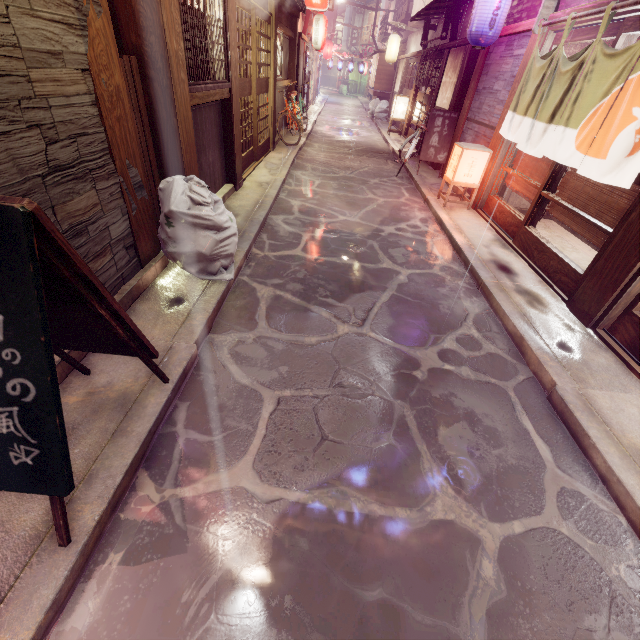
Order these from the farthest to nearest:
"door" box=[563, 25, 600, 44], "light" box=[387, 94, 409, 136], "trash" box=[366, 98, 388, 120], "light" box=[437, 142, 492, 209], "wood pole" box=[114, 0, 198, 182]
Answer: "trash" box=[366, 98, 388, 120]
"light" box=[387, 94, 409, 136]
"light" box=[437, 142, 492, 209]
"door" box=[563, 25, 600, 44]
"wood pole" box=[114, 0, 198, 182]

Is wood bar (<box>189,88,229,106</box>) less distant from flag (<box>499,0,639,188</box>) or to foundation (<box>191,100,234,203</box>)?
foundation (<box>191,100,234,203</box>)

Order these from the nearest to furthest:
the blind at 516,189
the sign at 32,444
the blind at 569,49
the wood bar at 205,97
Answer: the sign at 32,444 < the wood bar at 205,97 < the blind at 569,49 < the blind at 516,189

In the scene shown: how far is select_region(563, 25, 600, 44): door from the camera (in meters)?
7.62

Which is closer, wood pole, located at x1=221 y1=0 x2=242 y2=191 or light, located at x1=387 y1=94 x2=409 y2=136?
wood pole, located at x1=221 y1=0 x2=242 y2=191

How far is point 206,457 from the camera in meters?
3.9 m

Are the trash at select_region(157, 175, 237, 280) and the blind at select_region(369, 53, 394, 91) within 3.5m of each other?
no

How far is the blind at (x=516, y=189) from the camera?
9.57m
